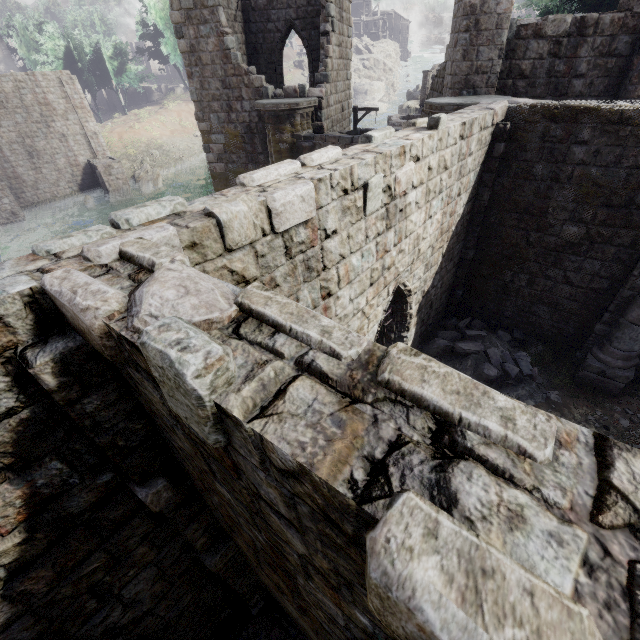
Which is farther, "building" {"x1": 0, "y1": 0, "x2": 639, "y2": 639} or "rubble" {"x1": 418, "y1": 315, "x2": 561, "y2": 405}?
"rubble" {"x1": 418, "y1": 315, "x2": 561, "y2": 405}

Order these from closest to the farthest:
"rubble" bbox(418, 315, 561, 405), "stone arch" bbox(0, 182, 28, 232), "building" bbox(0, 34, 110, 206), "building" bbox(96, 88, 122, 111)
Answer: "rubble" bbox(418, 315, 561, 405), "stone arch" bbox(0, 182, 28, 232), "building" bbox(0, 34, 110, 206), "building" bbox(96, 88, 122, 111)

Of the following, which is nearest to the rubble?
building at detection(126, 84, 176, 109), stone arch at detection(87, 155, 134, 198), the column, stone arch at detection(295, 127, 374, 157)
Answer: stone arch at detection(295, 127, 374, 157)

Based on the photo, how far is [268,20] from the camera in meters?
16.2 m

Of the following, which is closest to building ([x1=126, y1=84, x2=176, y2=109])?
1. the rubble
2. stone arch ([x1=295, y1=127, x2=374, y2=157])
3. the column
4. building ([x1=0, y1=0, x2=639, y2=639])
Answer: building ([x1=0, y1=0, x2=639, y2=639])

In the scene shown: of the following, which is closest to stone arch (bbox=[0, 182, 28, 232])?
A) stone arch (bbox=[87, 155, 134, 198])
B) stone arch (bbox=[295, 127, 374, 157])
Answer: stone arch (bbox=[87, 155, 134, 198])

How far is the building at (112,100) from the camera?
50.21m

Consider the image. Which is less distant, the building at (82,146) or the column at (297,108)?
the column at (297,108)
